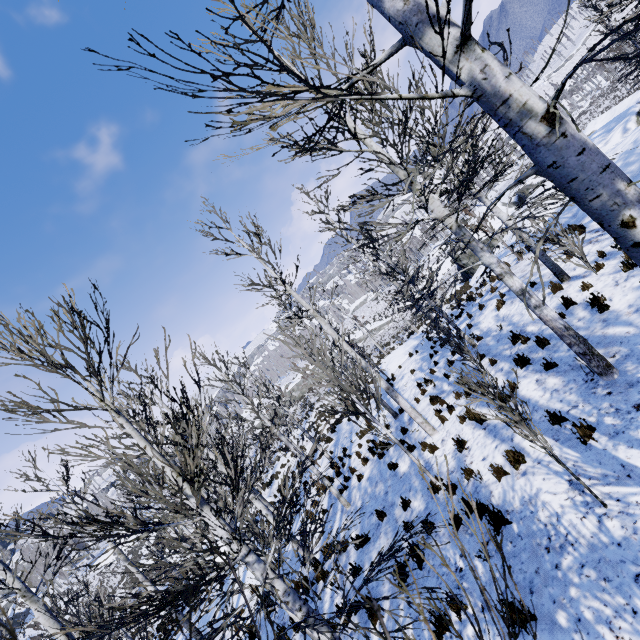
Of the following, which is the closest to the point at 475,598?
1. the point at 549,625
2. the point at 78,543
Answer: the point at 549,625

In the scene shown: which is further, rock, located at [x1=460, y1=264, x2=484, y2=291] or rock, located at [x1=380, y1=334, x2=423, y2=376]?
rock, located at [x1=380, y1=334, x2=423, y2=376]

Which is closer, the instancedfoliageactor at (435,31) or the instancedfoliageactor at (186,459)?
the instancedfoliageactor at (435,31)

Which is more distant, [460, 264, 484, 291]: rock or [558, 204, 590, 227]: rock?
[460, 264, 484, 291]: rock

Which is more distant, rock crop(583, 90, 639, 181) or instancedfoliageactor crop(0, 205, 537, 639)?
rock crop(583, 90, 639, 181)

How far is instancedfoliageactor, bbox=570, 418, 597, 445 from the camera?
5.12m

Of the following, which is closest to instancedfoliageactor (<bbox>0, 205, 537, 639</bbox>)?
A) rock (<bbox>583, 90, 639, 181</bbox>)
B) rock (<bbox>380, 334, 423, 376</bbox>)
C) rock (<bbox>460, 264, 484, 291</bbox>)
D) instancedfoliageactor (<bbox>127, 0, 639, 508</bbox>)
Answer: instancedfoliageactor (<bbox>127, 0, 639, 508</bbox>)

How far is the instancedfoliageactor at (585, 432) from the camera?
5.12m
